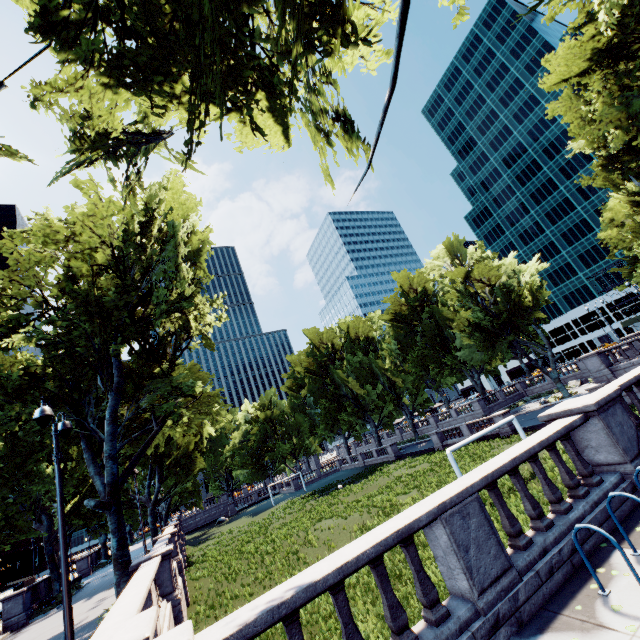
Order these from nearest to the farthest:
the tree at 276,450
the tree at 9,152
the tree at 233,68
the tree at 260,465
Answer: the tree at 233,68 < the tree at 9,152 < the tree at 260,465 < the tree at 276,450

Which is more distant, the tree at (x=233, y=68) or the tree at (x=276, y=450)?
the tree at (x=276, y=450)

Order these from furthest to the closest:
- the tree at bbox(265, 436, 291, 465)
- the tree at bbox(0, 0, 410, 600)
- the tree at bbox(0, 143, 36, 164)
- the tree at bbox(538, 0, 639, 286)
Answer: the tree at bbox(265, 436, 291, 465) < the tree at bbox(538, 0, 639, 286) < the tree at bbox(0, 143, 36, 164) < the tree at bbox(0, 0, 410, 600)

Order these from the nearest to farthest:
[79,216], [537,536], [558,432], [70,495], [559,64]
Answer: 1. [537,536]
2. [558,432]
3. [79,216]
4. [70,495]
5. [559,64]

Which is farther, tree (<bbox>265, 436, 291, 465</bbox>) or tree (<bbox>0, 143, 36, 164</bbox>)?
tree (<bbox>265, 436, 291, 465</bbox>)

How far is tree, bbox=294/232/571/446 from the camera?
38.2m
